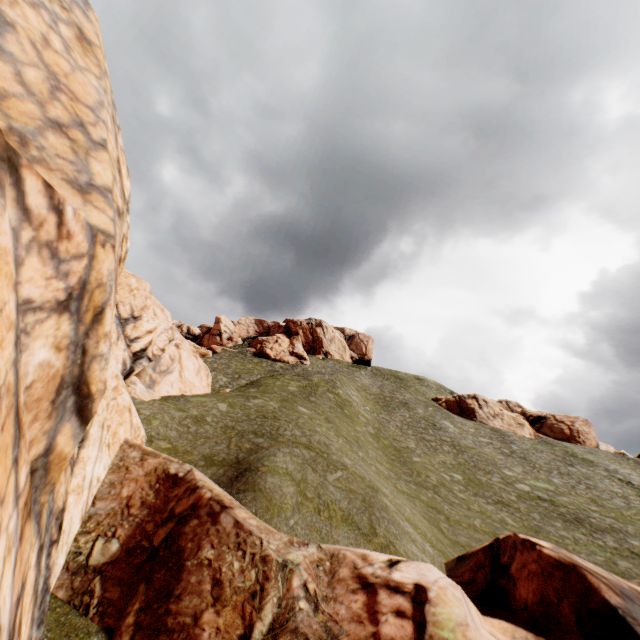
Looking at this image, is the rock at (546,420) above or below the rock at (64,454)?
above

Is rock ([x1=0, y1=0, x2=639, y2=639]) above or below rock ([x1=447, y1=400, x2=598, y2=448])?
below

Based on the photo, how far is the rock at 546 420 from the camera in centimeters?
5141cm

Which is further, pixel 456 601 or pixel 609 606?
pixel 609 606

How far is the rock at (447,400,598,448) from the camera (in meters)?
51.41

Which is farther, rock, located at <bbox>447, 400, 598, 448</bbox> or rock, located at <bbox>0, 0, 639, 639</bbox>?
rock, located at <bbox>447, 400, 598, 448</bbox>
